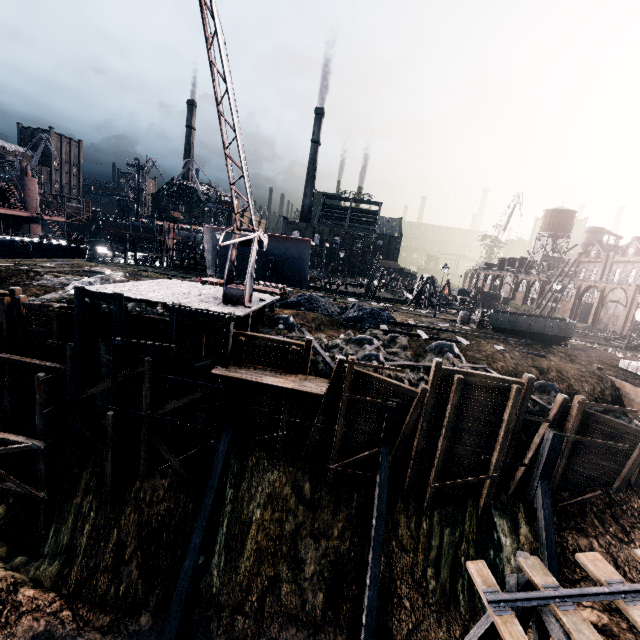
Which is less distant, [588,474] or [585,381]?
[588,474]

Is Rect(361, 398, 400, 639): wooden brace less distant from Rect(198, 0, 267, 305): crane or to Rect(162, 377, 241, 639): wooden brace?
Rect(162, 377, 241, 639): wooden brace

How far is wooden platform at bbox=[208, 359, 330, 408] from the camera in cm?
1564

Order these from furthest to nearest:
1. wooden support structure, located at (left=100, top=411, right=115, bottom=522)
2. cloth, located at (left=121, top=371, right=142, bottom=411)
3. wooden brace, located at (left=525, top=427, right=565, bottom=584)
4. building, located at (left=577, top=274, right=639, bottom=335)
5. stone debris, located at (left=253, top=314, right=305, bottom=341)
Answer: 1. building, located at (left=577, top=274, right=639, bottom=335)
2. stone debris, located at (left=253, top=314, right=305, bottom=341)
3. cloth, located at (left=121, top=371, right=142, bottom=411)
4. wooden support structure, located at (left=100, top=411, right=115, bottom=522)
5. wooden brace, located at (left=525, top=427, right=565, bottom=584)

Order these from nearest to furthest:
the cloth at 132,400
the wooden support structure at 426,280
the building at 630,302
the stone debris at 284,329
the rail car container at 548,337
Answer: the cloth at 132,400 → the stone debris at 284,329 → the rail car container at 548,337 → the wooden support structure at 426,280 → the building at 630,302

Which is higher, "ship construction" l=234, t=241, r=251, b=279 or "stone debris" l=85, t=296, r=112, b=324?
"ship construction" l=234, t=241, r=251, b=279

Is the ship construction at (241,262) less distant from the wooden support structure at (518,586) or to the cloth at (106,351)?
the cloth at (106,351)

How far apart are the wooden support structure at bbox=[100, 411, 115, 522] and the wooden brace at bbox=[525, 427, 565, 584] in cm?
2249
